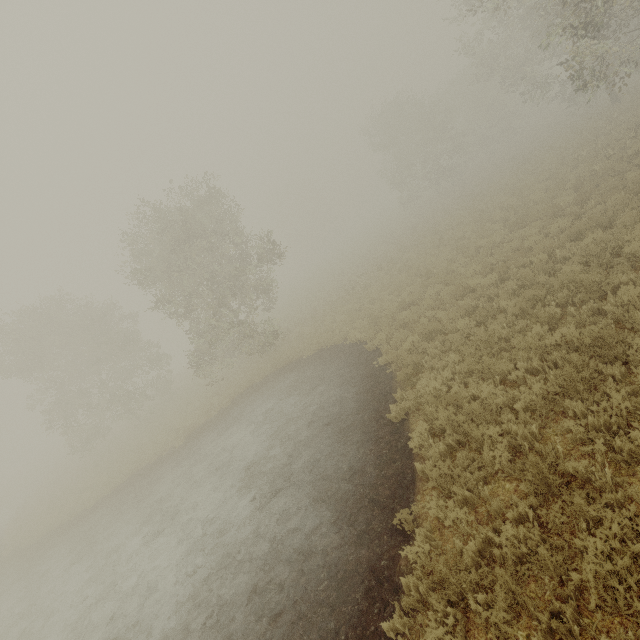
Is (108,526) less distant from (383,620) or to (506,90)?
(383,620)
